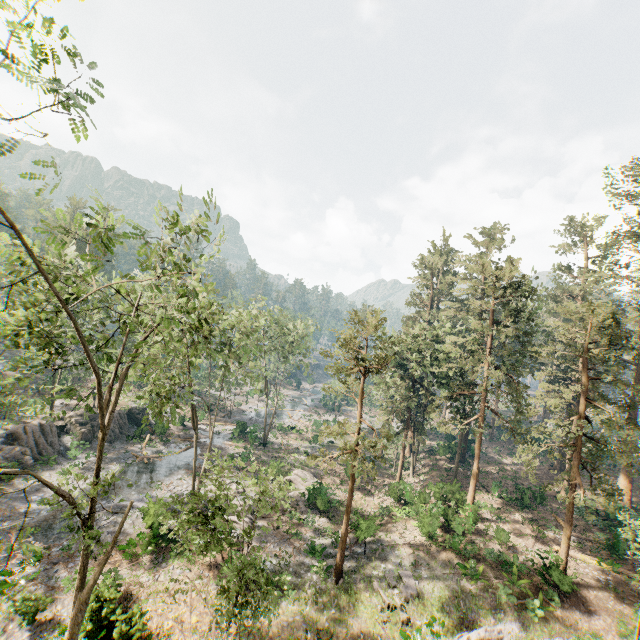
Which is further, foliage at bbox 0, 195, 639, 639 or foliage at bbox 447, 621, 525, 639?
foliage at bbox 447, 621, 525, 639

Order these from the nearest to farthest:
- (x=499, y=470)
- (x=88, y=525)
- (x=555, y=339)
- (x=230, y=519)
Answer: (x=88, y=525) < (x=230, y=519) < (x=499, y=470) < (x=555, y=339)

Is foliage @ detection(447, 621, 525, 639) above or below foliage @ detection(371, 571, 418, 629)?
above

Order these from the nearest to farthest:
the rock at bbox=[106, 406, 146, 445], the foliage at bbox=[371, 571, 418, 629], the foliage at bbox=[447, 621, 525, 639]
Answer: the foliage at bbox=[447, 621, 525, 639] → the foliage at bbox=[371, 571, 418, 629] → the rock at bbox=[106, 406, 146, 445]

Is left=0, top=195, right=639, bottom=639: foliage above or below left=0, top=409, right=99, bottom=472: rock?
above

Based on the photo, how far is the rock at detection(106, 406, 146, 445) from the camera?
37.2 meters

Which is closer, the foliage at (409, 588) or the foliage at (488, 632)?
the foliage at (488, 632)

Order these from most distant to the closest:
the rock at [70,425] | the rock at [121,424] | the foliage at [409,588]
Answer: the rock at [121,424] < the rock at [70,425] < the foliage at [409,588]
